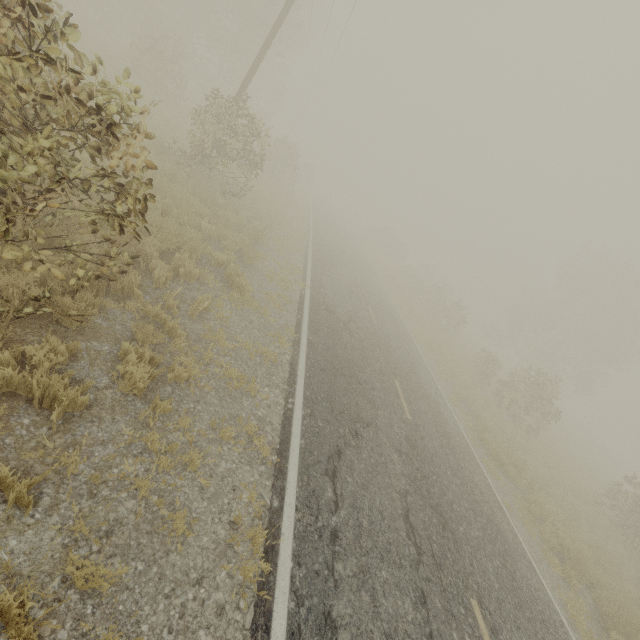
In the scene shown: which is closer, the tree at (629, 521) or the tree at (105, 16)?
the tree at (105, 16)

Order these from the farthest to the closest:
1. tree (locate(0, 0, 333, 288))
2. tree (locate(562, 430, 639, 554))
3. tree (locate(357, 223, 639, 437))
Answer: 1. tree (locate(357, 223, 639, 437))
2. tree (locate(562, 430, 639, 554))
3. tree (locate(0, 0, 333, 288))

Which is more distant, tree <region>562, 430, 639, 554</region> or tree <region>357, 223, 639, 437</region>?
tree <region>357, 223, 639, 437</region>

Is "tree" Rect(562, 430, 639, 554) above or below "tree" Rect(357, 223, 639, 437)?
below

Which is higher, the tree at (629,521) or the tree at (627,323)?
the tree at (627,323)

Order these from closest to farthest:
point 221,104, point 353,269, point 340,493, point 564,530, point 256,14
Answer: point 340,493 → point 564,530 → point 221,104 → point 353,269 → point 256,14
